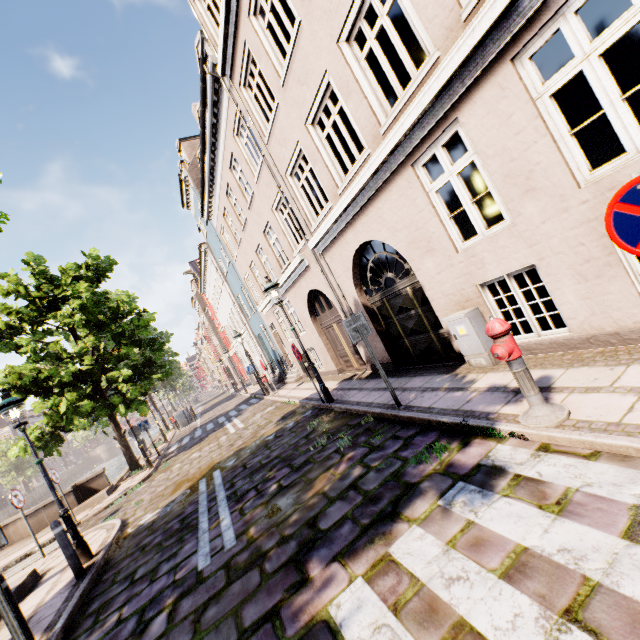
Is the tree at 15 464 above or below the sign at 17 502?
above

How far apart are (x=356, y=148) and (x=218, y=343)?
37.74m

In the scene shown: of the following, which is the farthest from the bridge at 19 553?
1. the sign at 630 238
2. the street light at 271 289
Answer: the sign at 630 238

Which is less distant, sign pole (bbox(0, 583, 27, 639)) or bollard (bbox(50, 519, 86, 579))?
sign pole (bbox(0, 583, 27, 639))

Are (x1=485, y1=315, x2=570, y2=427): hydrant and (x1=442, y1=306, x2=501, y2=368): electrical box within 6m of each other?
yes

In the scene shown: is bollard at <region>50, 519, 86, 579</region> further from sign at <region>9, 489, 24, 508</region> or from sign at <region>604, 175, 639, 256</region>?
sign at <region>604, 175, 639, 256</region>

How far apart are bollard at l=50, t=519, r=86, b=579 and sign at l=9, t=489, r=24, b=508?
3.9m

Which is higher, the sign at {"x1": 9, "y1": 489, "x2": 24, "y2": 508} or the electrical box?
the sign at {"x1": 9, "y1": 489, "x2": 24, "y2": 508}
